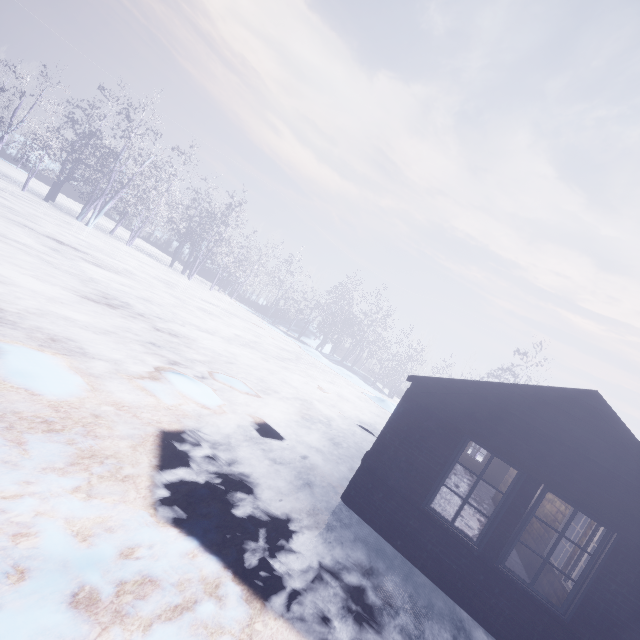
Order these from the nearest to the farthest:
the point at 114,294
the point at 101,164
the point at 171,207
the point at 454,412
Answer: the point at 454,412
the point at 114,294
the point at 101,164
the point at 171,207
